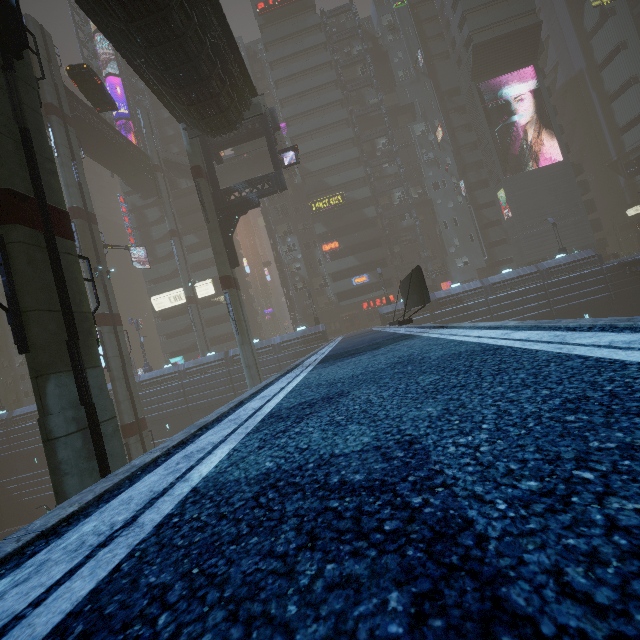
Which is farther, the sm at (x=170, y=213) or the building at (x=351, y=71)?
the building at (x=351, y=71)

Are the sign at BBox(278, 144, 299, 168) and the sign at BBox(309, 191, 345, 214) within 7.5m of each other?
no

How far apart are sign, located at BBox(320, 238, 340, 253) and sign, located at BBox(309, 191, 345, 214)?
4.3m

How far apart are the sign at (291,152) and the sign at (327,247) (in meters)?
20.17

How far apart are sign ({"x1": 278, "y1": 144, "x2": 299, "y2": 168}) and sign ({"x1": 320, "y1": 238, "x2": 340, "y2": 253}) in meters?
20.2

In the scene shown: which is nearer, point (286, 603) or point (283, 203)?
point (286, 603)

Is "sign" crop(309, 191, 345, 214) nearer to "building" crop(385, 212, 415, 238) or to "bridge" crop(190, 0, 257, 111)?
"building" crop(385, 212, 415, 238)

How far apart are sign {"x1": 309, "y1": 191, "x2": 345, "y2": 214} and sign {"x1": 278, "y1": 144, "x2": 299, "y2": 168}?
20.03m
